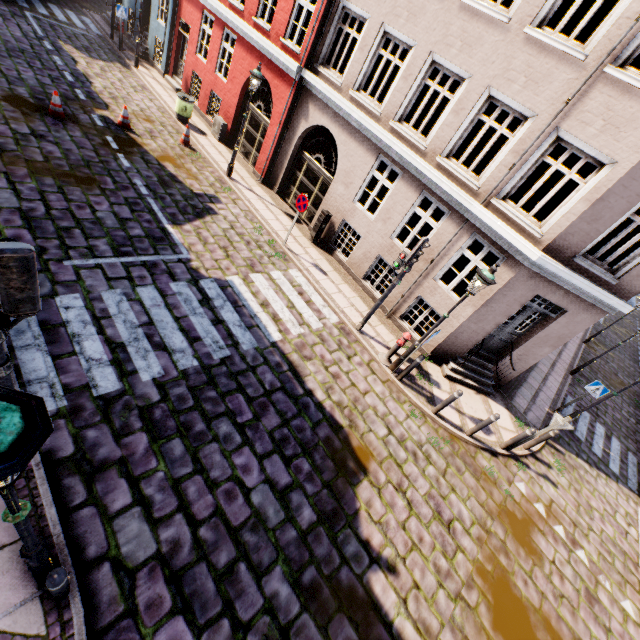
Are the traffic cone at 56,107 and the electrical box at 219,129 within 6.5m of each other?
yes

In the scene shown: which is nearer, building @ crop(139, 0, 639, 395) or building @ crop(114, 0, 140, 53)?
building @ crop(139, 0, 639, 395)

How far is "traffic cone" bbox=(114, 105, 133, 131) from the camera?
11.7m

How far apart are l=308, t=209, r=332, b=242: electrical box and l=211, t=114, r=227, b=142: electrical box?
7.15m

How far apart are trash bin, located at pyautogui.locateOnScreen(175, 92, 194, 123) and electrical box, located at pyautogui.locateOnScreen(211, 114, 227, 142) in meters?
0.9

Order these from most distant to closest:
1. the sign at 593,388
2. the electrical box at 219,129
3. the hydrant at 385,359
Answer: the electrical box at 219,129, the sign at 593,388, the hydrant at 385,359

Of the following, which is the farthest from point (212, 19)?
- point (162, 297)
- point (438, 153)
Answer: point (162, 297)

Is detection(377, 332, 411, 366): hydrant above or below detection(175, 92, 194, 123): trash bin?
below
